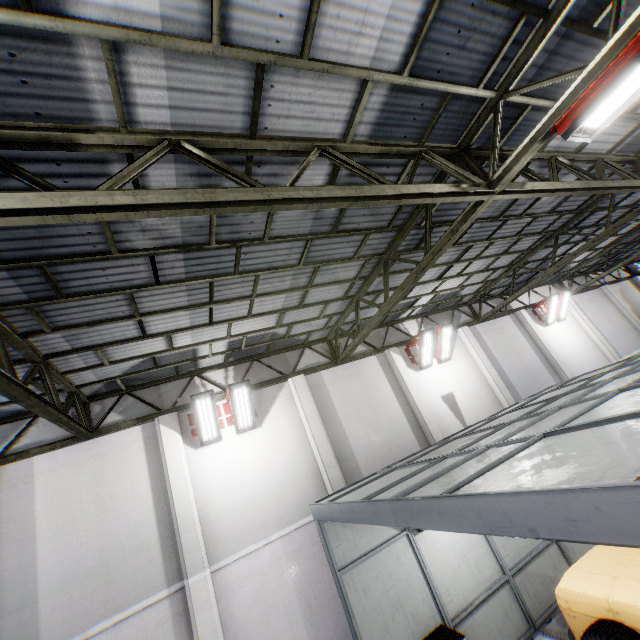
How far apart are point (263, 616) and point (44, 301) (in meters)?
8.33

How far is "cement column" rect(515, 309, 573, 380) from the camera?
14.5m

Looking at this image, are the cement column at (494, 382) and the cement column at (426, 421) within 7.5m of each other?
yes

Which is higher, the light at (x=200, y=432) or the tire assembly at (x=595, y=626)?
the light at (x=200, y=432)

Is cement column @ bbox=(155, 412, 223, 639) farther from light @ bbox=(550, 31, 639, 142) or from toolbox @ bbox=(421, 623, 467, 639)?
light @ bbox=(550, 31, 639, 142)

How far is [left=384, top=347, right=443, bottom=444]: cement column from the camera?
11.1m

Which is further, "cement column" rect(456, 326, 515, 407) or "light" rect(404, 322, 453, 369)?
"cement column" rect(456, 326, 515, 407)

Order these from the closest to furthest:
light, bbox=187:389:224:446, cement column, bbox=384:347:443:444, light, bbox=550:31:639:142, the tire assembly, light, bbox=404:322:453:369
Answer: light, bbox=550:31:639:142 → the tire assembly → light, bbox=187:389:224:446 → cement column, bbox=384:347:443:444 → light, bbox=404:322:453:369
